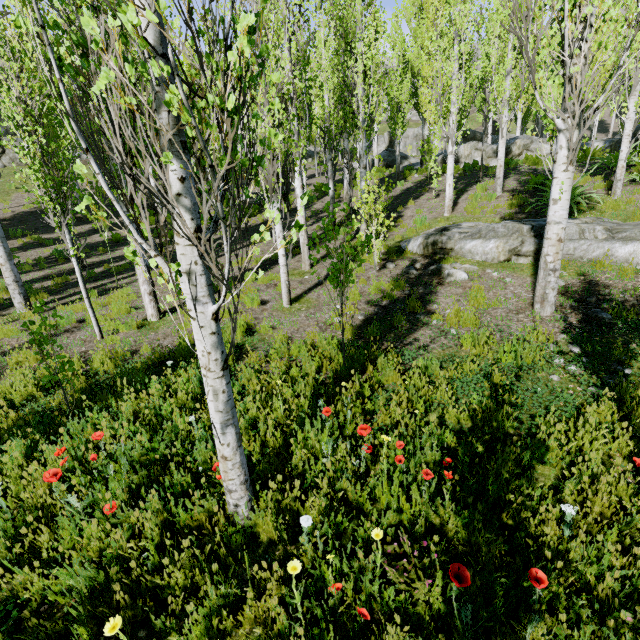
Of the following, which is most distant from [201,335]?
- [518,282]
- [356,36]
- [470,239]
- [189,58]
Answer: [356,36]

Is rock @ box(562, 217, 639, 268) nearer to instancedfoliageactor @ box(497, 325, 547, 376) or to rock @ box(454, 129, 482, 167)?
instancedfoliageactor @ box(497, 325, 547, 376)

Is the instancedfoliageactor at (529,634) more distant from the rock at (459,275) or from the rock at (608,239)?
the rock at (608,239)

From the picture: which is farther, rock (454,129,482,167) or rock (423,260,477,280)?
rock (454,129,482,167)

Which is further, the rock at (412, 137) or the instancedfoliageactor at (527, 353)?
the rock at (412, 137)

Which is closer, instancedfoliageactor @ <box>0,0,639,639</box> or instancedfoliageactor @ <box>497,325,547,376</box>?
instancedfoliageactor @ <box>0,0,639,639</box>

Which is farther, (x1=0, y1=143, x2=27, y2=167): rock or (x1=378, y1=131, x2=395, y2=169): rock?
(x1=378, y1=131, x2=395, y2=169): rock

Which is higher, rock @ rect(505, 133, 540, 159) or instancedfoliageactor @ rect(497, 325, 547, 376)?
rock @ rect(505, 133, 540, 159)
